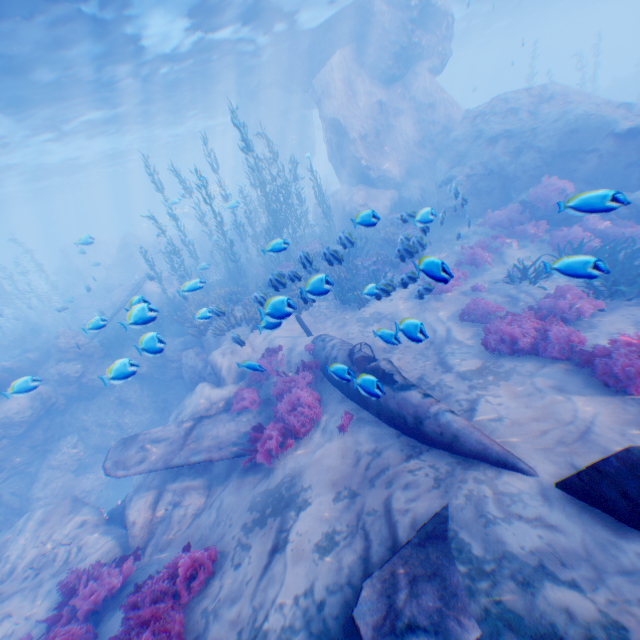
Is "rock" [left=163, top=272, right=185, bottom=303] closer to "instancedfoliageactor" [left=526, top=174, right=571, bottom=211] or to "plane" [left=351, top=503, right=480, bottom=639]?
"instancedfoliageactor" [left=526, top=174, right=571, bottom=211]

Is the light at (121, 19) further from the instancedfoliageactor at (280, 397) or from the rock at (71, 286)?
the instancedfoliageactor at (280, 397)

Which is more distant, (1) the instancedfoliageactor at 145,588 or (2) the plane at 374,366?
(2) the plane at 374,366

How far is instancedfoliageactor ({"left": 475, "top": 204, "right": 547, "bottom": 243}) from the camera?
12.5m

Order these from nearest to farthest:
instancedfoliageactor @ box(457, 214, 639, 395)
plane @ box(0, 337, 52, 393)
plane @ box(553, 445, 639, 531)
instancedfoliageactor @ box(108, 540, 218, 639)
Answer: → plane @ box(553, 445, 639, 531) < instancedfoliageactor @ box(108, 540, 218, 639) < instancedfoliageactor @ box(457, 214, 639, 395) < plane @ box(0, 337, 52, 393)

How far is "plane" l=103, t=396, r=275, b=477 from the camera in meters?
7.5

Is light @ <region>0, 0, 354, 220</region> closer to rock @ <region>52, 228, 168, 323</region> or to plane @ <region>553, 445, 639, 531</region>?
rock @ <region>52, 228, 168, 323</region>

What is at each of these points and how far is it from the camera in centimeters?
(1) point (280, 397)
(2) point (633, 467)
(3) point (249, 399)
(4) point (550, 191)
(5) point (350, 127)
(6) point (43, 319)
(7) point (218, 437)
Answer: (1) instancedfoliageactor, 838cm
(2) plane, 288cm
(3) instancedfoliageactor, 945cm
(4) instancedfoliageactor, 1247cm
(5) rock, 1847cm
(6) instancedfoliageactor, 2831cm
(7) plane, 814cm
